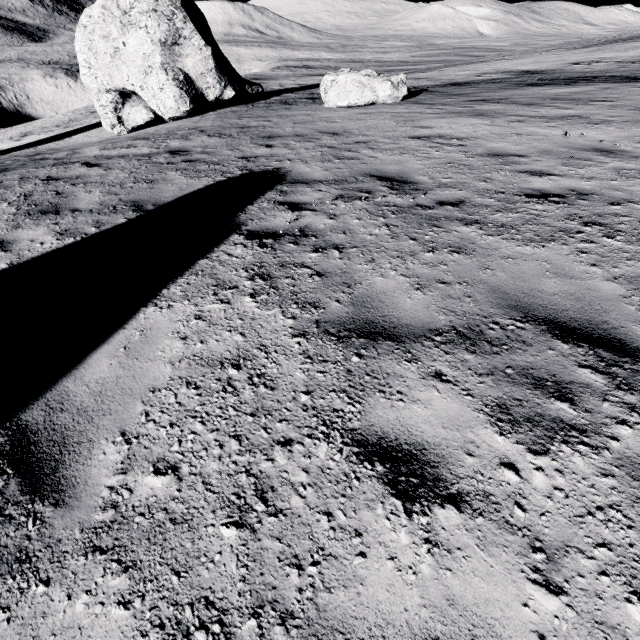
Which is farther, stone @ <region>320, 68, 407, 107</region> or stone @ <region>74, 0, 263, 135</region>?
stone @ <region>74, 0, 263, 135</region>

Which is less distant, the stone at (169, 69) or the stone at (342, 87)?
the stone at (342, 87)

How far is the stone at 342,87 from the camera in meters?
12.0 m

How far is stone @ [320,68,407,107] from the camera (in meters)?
11.95

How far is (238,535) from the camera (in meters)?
1.68
